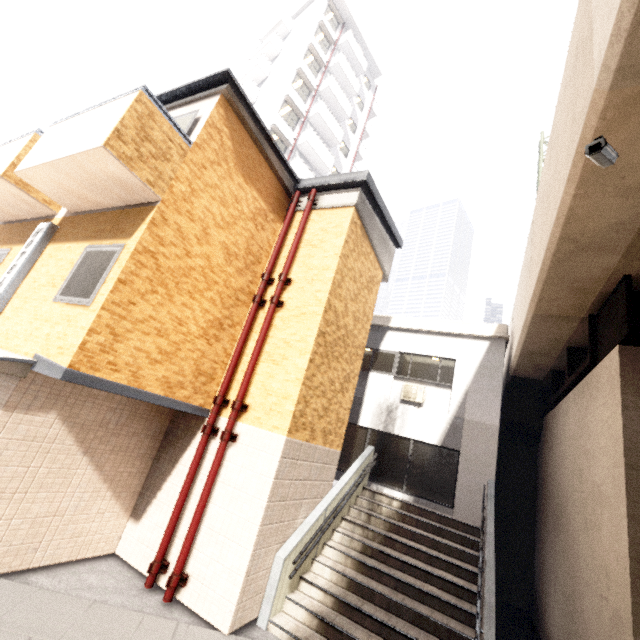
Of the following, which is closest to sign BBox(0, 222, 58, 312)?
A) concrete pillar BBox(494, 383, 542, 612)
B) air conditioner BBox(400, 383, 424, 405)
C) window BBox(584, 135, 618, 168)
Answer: window BBox(584, 135, 618, 168)

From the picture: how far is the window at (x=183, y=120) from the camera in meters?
6.2 m

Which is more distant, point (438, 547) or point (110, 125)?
point (438, 547)

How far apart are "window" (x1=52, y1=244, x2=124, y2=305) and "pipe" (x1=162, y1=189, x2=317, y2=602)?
2.9 meters

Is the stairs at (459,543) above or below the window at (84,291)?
below

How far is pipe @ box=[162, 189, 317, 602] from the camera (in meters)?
5.50

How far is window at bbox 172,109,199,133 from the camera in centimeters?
617cm

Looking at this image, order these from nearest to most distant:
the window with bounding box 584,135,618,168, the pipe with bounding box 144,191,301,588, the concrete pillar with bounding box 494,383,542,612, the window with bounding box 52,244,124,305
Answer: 1. the window with bounding box 584,135,618,168
2. the window with bounding box 52,244,124,305
3. the pipe with bounding box 144,191,301,588
4. the concrete pillar with bounding box 494,383,542,612
